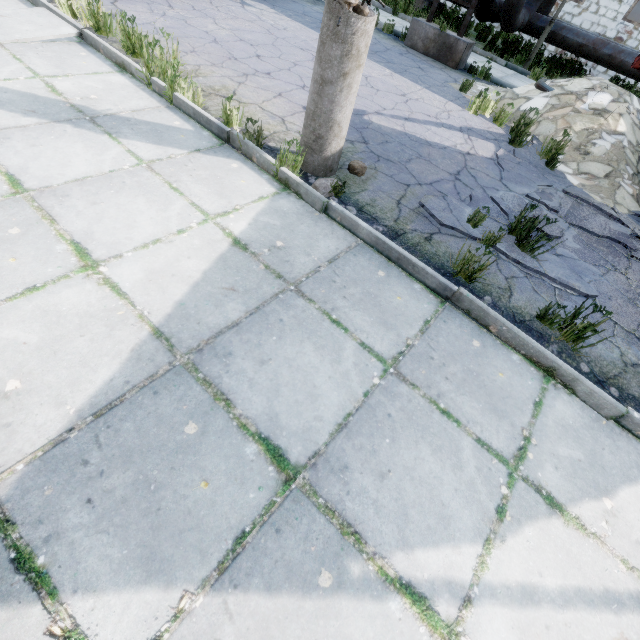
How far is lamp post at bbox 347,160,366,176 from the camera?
3.84m

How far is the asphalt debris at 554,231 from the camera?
4.0 meters

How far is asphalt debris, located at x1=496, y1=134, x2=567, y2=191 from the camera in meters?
5.0

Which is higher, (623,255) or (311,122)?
(311,122)

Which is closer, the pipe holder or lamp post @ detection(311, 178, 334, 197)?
lamp post @ detection(311, 178, 334, 197)

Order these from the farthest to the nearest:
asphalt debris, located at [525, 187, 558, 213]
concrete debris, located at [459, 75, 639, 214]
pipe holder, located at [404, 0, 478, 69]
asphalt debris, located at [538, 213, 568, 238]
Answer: pipe holder, located at [404, 0, 478, 69] → concrete debris, located at [459, 75, 639, 214] → asphalt debris, located at [525, 187, 558, 213] → asphalt debris, located at [538, 213, 568, 238]

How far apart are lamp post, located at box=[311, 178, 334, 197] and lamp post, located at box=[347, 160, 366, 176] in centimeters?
43cm

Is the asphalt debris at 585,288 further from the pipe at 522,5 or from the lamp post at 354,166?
the pipe at 522,5
